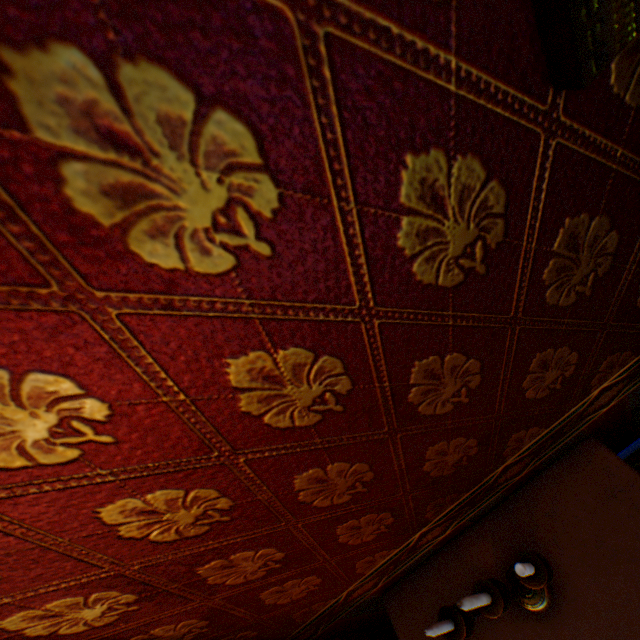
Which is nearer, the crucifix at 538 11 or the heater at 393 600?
the crucifix at 538 11

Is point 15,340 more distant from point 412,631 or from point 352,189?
point 412,631

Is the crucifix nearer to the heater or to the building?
the building

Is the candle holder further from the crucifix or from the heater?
the crucifix

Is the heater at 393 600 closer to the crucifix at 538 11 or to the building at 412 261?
the building at 412 261

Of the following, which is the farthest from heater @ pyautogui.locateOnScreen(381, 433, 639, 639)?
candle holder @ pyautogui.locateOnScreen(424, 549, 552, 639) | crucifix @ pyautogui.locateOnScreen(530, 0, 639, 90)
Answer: crucifix @ pyautogui.locateOnScreen(530, 0, 639, 90)

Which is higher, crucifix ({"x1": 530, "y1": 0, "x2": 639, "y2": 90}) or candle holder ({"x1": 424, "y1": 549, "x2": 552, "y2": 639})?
crucifix ({"x1": 530, "y1": 0, "x2": 639, "y2": 90})
